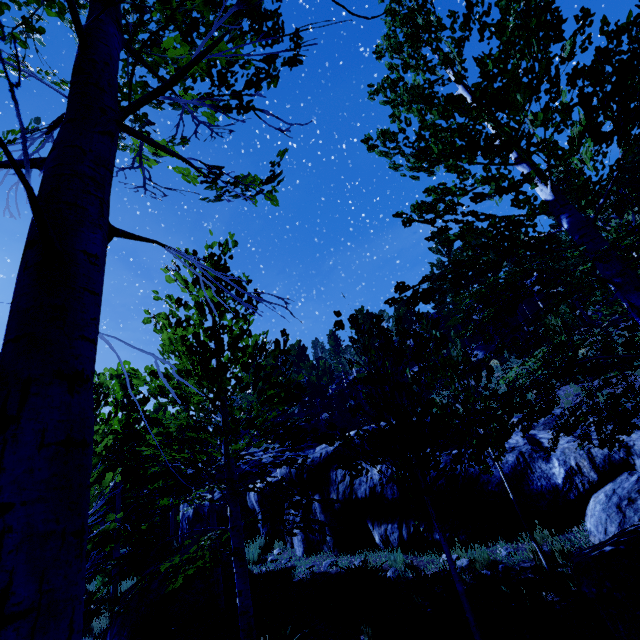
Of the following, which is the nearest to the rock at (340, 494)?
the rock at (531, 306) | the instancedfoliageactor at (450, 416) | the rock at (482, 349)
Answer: the instancedfoliageactor at (450, 416)

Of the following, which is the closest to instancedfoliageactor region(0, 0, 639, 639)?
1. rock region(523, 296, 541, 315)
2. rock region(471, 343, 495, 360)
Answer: rock region(523, 296, 541, 315)

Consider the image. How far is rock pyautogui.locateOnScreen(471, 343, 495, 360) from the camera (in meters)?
26.92

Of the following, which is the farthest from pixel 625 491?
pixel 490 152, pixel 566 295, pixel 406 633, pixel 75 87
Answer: pixel 75 87

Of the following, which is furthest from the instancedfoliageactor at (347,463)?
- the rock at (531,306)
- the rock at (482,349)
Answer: the rock at (482,349)

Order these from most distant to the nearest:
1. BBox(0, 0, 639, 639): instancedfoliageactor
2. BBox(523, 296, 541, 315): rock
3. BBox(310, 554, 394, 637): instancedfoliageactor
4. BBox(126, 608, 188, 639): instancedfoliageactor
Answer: BBox(523, 296, 541, 315): rock → BBox(126, 608, 188, 639): instancedfoliageactor → BBox(310, 554, 394, 637): instancedfoliageactor → BBox(0, 0, 639, 639): instancedfoliageactor

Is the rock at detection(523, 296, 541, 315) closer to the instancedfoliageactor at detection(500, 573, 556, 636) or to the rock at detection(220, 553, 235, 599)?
the instancedfoliageactor at detection(500, 573, 556, 636)

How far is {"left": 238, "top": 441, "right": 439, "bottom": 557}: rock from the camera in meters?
8.1 m
